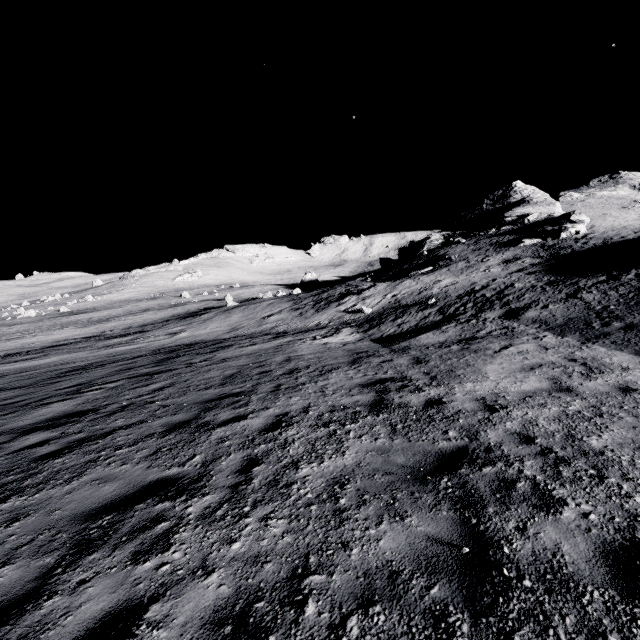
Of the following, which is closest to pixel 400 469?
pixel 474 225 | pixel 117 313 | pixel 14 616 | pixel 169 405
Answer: pixel 14 616
